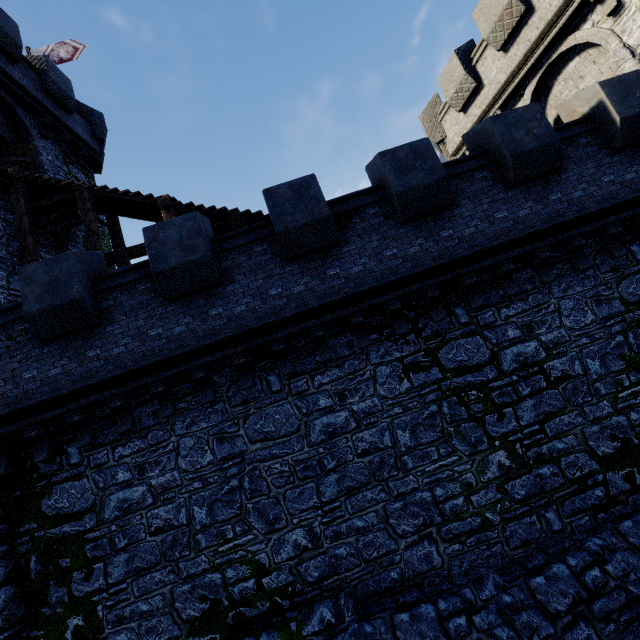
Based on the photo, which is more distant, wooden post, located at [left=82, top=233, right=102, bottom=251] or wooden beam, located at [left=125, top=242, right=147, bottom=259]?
wooden beam, located at [left=125, top=242, right=147, bottom=259]

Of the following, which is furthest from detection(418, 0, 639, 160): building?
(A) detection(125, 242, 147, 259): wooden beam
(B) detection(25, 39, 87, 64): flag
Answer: (B) detection(25, 39, 87, 64): flag

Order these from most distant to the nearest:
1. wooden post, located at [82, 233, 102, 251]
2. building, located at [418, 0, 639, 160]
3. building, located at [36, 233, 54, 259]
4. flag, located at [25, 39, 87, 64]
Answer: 1. flag, located at [25, 39, 87, 64]
2. building, located at [36, 233, 54, 259]
3. wooden post, located at [82, 233, 102, 251]
4. building, located at [418, 0, 639, 160]

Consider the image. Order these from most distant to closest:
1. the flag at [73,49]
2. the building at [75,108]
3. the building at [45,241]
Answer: the flag at [73,49]
the building at [75,108]
the building at [45,241]

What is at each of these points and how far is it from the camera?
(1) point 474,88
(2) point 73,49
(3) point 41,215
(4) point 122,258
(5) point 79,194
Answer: (1) building, 13.0m
(2) flag, 16.7m
(3) building, 11.8m
(4) wooden post, 11.5m
(5) stairs, 10.4m

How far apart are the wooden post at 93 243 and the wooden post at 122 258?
1.08m

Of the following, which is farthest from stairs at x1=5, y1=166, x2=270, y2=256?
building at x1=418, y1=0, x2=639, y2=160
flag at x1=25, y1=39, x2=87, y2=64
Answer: flag at x1=25, y1=39, x2=87, y2=64

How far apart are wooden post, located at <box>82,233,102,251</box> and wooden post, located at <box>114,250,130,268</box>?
1.1 meters
